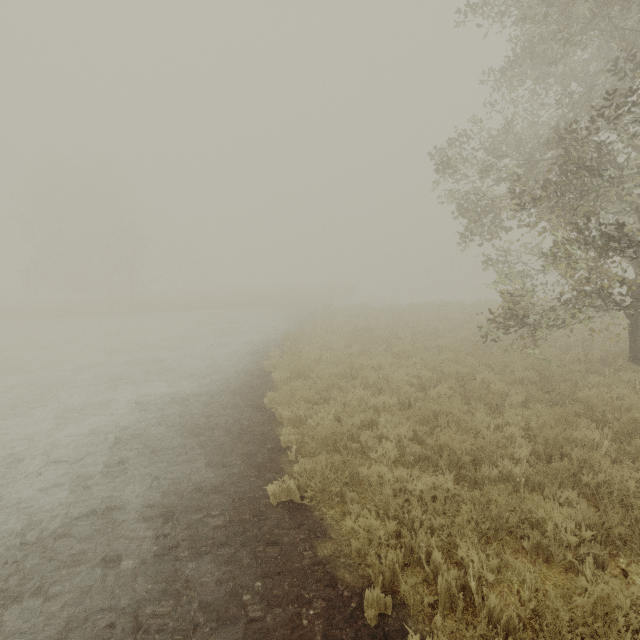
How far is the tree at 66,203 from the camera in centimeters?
3297cm

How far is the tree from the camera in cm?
3297

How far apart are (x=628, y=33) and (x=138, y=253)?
61.2 meters
